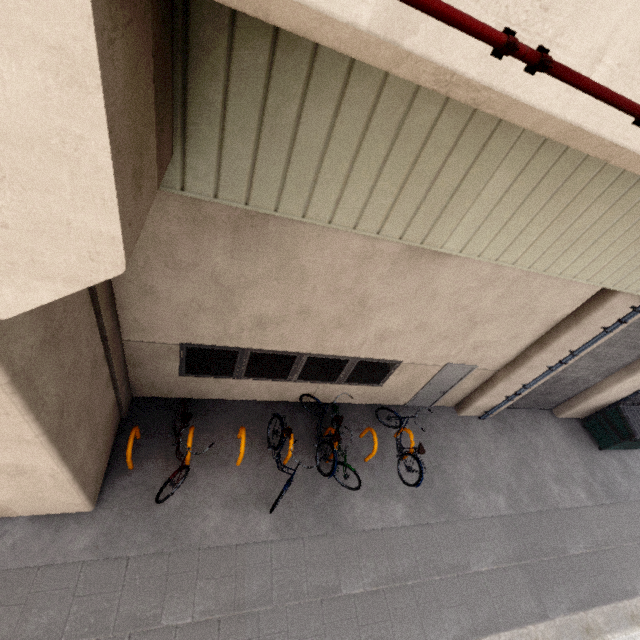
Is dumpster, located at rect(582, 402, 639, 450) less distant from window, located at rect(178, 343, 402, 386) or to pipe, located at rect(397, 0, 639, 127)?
pipe, located at rect(397, 0, 639, 127)

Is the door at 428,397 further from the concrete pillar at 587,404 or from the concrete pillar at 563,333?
the concrete pillar at 587,404

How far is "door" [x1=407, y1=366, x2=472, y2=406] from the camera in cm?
809

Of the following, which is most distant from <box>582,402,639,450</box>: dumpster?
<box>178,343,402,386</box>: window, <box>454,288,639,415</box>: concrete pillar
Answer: <box>178,343,402,386</box>: window

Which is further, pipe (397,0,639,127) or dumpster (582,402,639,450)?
dumpster (582,402,639,450)

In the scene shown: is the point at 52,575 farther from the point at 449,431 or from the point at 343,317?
the point at 449,431

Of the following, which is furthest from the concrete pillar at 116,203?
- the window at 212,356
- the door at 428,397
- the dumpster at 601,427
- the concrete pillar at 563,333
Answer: the dumpster at 601,427

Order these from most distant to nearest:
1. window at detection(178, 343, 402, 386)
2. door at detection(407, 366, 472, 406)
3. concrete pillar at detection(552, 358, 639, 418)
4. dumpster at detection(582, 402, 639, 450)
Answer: dumpster at detection(582, 402, 639, 450) < concrete pillar at detection(552, 358, 639, 418) < door at detection(407, 366, 472, 406) < window at detection(178, 343, 402, 386)
